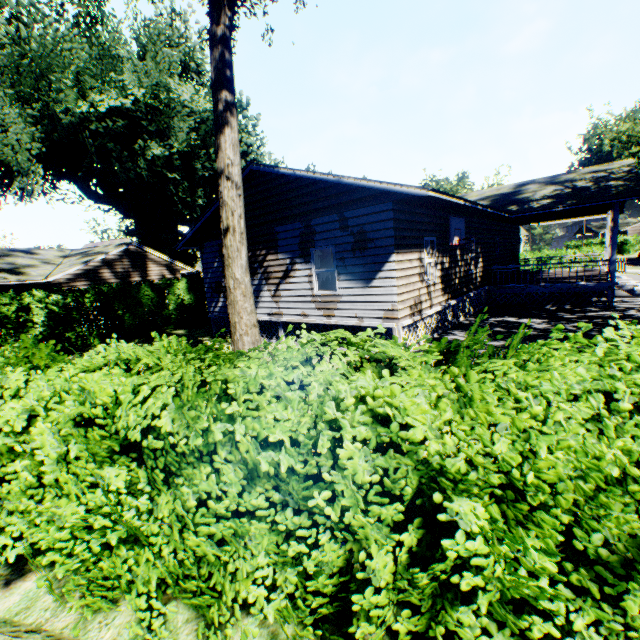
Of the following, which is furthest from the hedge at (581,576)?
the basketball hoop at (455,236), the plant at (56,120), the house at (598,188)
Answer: the basketball hoop at (455,236)

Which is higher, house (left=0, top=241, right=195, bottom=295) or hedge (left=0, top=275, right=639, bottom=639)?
house (left=0, top=241, right=195, bottom=295)

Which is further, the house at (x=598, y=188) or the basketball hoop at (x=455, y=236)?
the basketball hoop at (x=455, y=236)

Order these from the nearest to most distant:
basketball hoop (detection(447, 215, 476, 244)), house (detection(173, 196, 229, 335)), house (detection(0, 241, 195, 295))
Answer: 1. basketball hoop (detection(447, 215, 476, 244))
2. house (detection(173, 196, 229, 335))
3. house (detection(0, 241, 195, 295))

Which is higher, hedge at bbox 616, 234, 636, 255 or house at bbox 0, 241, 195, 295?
house at bbox 0, 241, 195, 295

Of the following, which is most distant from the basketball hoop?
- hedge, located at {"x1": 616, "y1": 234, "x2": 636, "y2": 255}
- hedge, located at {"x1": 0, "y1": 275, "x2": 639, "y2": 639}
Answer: hedge, located at {"x1": 616, "y1": 234, "x2": 636, "y2": 255}

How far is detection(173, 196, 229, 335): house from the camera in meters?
14.0

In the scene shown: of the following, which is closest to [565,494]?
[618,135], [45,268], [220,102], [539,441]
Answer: [539,441]
